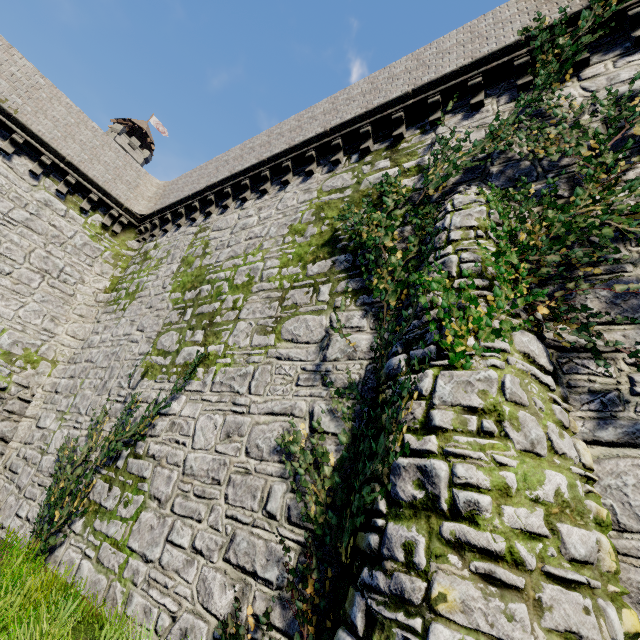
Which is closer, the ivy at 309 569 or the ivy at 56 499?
the ivy at 309 569

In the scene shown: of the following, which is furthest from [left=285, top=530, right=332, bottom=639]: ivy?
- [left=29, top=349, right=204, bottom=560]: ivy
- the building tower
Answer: the building tower

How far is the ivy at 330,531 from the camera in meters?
4.0 m

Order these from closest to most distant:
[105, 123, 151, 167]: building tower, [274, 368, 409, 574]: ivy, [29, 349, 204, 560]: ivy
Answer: [274, 368, 409, 574]: ivy, [29, 349, 204, 560]: ivy, [105, 123, 151, 167]: building tower

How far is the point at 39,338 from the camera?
12.9 meters

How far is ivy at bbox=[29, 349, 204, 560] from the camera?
7.7m

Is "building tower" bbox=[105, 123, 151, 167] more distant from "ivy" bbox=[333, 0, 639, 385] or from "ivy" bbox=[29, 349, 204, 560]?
"ivy" bbox=[333, 0, 639, 385]
